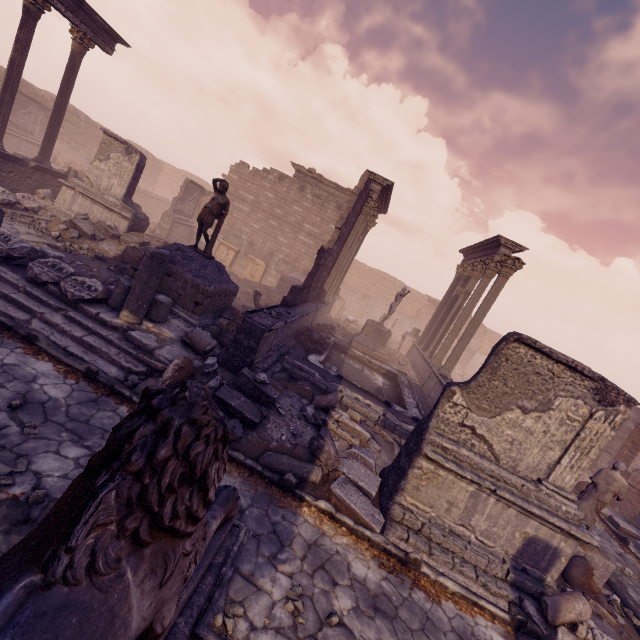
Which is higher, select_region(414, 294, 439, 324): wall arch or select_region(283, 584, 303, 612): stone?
select_region(414, 294, 439, 324): wall arch

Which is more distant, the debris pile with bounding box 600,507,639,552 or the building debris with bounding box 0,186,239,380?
the debris pile with bounding box 600,507,639,552

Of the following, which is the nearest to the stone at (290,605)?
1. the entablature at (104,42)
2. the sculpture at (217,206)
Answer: the sculpture at (217,206)

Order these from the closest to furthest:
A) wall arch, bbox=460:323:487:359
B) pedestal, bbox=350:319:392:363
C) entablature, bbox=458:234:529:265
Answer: entablature, bbox=458:234:529:265, pedestal, bbox=350:319:392:363, wall arch, bbox=460:323:487:359

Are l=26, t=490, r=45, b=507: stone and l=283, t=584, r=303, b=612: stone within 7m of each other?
yes

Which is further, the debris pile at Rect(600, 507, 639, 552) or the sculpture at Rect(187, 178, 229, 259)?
the debris pile at Rect(600, 507, 639, 552)

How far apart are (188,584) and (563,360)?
5.9 meters

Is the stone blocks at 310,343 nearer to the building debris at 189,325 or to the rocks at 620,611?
the building debris at 189,325
